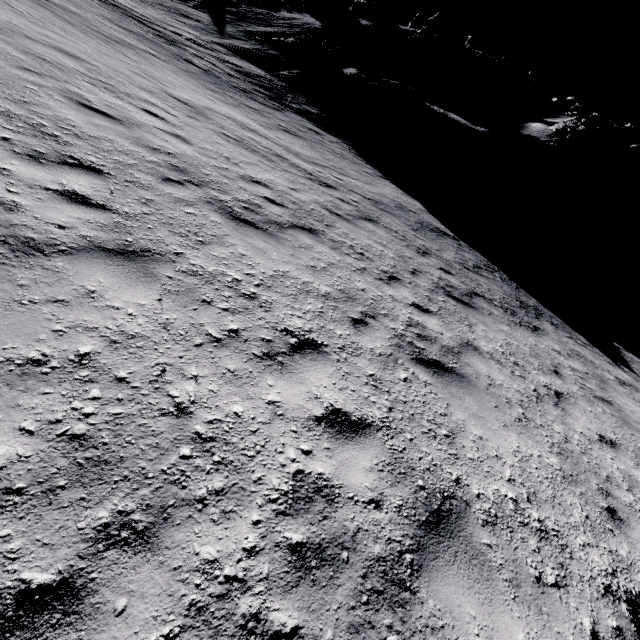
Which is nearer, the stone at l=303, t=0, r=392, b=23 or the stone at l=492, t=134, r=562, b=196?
the stone at l=492, t=134, r=562, b=196

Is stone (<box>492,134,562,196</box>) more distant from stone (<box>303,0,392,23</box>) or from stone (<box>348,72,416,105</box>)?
stone (<box>303,0,392,23</box>)

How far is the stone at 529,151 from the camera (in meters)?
21.19

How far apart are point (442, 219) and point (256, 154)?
9.8m

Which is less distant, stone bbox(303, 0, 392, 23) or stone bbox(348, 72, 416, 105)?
stone bbox(348, 72, 416, 105)

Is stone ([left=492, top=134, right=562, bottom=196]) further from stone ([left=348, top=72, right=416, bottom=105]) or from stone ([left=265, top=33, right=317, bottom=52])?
stone ([left=265, top=33, right=317, bottom=52])

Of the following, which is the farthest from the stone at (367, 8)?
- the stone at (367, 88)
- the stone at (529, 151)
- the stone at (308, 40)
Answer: the stone at (529, 151)

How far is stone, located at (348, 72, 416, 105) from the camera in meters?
22.7 m
